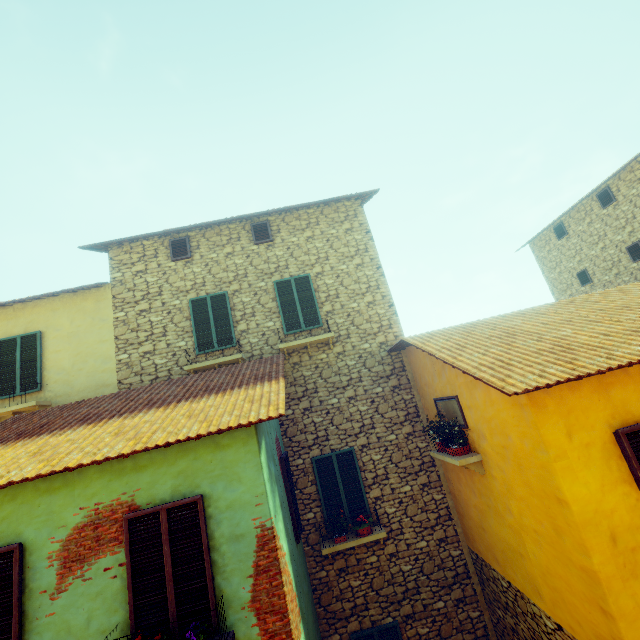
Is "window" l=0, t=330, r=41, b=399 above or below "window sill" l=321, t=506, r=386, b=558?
above

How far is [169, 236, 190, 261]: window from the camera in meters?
9.6 m

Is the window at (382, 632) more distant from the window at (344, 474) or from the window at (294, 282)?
the window at (294, 282)

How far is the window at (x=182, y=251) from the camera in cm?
956

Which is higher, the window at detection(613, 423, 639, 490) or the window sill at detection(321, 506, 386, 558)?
the window at detection(613, 423, 639, 490)

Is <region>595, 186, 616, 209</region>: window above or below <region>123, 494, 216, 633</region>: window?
above

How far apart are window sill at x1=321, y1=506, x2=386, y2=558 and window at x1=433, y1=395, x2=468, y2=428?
2.9m

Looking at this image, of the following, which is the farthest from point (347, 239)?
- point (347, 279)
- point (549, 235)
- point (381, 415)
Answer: point (549, 235)
